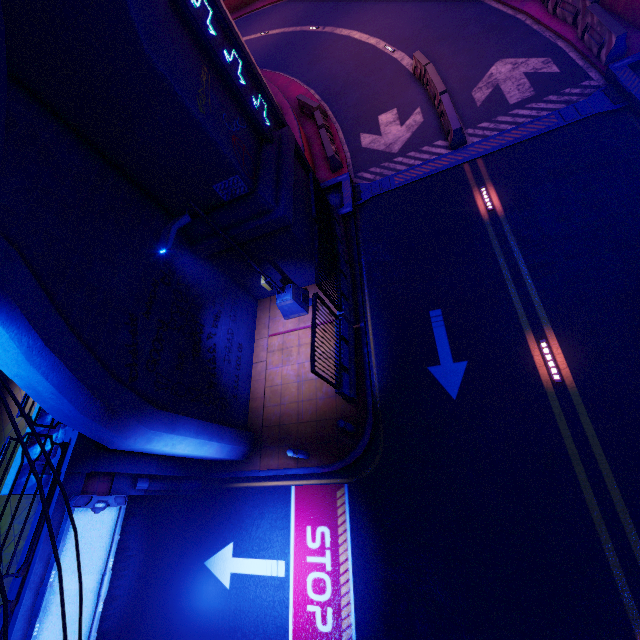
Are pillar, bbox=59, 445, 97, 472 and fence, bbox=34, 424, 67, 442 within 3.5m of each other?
yes

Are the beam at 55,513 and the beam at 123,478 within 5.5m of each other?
yes

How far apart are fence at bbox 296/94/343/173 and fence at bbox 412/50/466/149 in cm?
489

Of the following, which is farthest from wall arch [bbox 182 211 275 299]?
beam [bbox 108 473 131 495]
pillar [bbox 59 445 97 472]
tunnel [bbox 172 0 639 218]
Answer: beam [bbox 108 473 131 495]

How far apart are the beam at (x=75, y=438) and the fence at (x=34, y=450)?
0.29m

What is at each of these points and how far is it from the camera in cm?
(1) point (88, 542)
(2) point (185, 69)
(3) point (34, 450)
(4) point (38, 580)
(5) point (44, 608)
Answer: (1) sign, 749
(2) wall arch, 764
(3) fence, 786
(4) beam, 669
(5) sign, 638

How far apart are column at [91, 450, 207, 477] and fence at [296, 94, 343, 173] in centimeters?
1627cm

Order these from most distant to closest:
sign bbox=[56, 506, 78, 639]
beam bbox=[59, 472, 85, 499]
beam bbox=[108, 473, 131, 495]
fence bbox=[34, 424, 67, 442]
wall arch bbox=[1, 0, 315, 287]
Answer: beam bbox=[108, 473, 131, 495]
fence bbox=[34, 424, 67, 442]
beam bbox=[59, 472, 85, 499]
sign bbox=[56, 506, 78, 639]
wall arch bbox=[1, 0, 315, 287]
